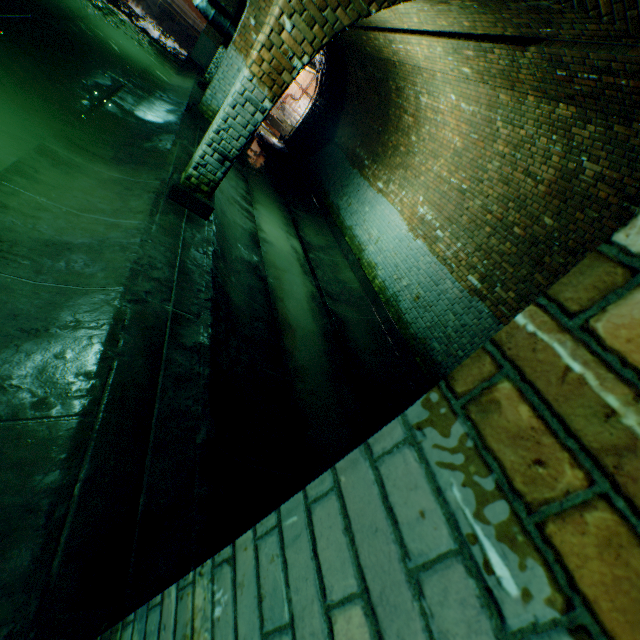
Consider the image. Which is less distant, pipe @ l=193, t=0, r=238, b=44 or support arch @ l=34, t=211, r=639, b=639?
support arch @ l=34, t=211, r=639, b=639

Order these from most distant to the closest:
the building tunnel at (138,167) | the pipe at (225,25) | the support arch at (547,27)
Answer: the pipe at (225,25) < the support arch at (547,27) < the building tunnel at (138,167)

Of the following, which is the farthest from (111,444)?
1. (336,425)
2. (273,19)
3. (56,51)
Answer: (56,51)

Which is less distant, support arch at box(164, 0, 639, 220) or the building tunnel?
the building tunnel

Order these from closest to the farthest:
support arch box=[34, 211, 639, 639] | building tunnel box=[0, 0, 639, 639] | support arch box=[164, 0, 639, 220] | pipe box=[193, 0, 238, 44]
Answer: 1. support arch box=[34, 211, 639, 639]
2. building tunnel box=[0, 0, 639, 639]
3. support arch box=[164, 0, 639, 220]
4. pipe box=[193, 0, 238, 44]

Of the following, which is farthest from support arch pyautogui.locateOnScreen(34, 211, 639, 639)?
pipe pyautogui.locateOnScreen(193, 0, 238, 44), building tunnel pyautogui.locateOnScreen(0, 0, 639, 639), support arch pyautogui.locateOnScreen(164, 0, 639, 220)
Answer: pipe pyautogui.locateOnScreen(193, 0, 238, 44)

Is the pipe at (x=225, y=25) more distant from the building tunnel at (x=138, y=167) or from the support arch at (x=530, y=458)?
the support arch at (x=530, y=458)
